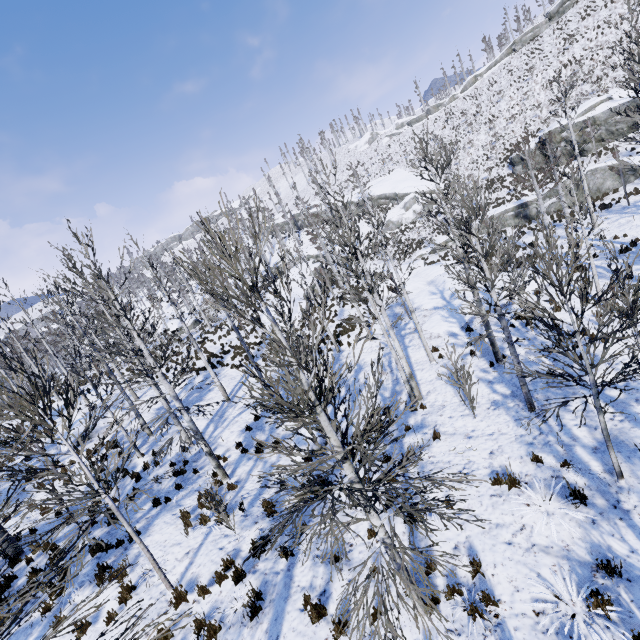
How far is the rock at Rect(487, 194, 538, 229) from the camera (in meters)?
29.62

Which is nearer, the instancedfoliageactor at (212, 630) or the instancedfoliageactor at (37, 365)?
the instancedfoliageactor at (37, 365)

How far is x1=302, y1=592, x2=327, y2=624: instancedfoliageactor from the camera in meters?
5.9

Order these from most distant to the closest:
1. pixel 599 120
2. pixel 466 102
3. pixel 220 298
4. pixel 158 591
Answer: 1. pixel 466 102
2. pixel 599 120
3. pixel 158 591
4. pixel 220 298

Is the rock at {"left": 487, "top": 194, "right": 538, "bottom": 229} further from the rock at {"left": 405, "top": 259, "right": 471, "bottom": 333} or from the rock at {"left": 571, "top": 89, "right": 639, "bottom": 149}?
the rock at {"left": 405, "top": 259, "right": 471, "bottom": 333}

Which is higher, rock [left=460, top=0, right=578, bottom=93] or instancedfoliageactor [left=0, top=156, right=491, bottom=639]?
rock [left=460, top=0, right=578, bottom=93]

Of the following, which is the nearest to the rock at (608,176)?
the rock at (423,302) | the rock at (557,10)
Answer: the rock at (423,302)
